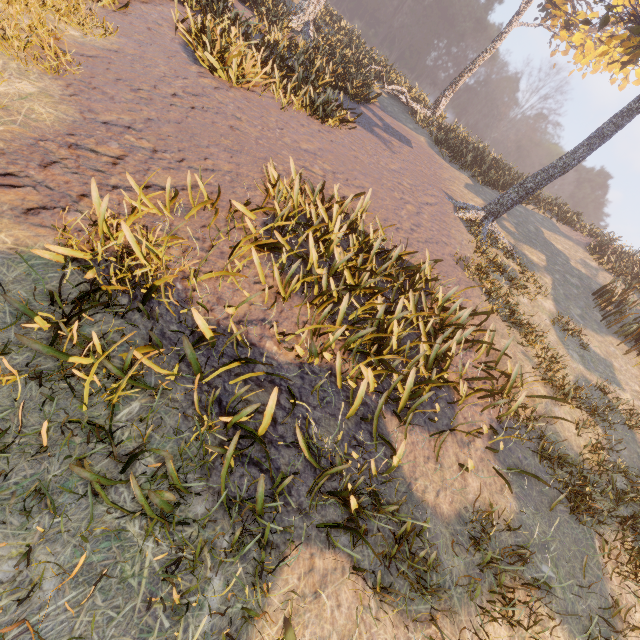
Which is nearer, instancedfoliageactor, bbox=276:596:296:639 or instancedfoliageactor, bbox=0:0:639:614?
instancedfoliageactor, bbox=276:596:296:639

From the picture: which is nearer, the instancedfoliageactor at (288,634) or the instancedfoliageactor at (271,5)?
the instancedfoliageactor at (288,634)

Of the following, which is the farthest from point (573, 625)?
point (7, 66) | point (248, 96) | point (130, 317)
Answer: point (248, 96)
